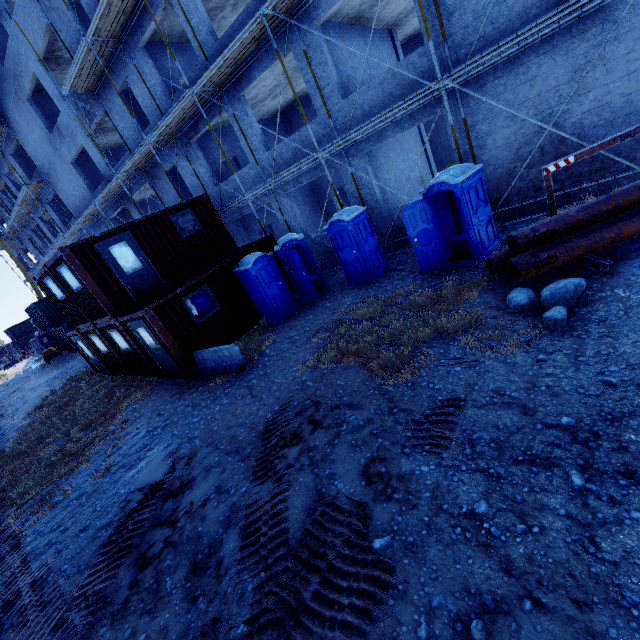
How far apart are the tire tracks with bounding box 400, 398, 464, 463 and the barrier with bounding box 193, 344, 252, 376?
5.44m

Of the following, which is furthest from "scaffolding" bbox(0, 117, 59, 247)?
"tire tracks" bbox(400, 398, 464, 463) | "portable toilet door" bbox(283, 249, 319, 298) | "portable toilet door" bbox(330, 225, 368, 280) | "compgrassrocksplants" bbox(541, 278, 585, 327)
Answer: "tire tracks" bbox(400, 398, 464, 463)

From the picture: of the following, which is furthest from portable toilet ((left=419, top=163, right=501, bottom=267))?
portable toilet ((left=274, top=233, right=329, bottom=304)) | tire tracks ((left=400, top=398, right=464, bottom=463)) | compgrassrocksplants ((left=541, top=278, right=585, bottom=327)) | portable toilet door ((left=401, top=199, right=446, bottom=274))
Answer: tire tracks ((left=400, top=398, right=464, bottom=463))

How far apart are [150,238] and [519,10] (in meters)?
12.74

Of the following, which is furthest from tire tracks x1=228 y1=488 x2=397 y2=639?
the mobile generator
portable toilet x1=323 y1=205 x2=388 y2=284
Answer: the mobile generator

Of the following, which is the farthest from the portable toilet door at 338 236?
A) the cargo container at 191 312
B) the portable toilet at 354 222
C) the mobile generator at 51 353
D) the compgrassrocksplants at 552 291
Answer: the mobile generator at 51 353

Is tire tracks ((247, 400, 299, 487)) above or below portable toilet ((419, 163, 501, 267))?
below

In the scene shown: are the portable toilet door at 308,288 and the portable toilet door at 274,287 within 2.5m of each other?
yes
